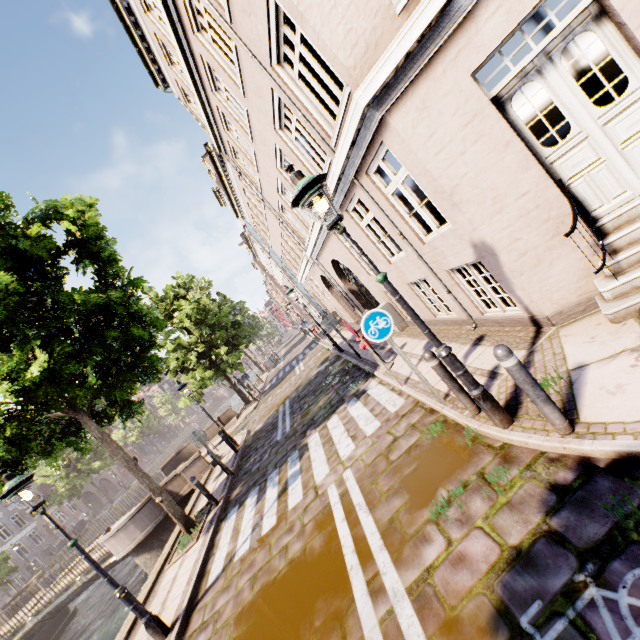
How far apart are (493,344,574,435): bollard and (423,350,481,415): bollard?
1.1 meters

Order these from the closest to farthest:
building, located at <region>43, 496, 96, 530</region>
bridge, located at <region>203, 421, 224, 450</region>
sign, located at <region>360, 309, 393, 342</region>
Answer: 1. sign, located at <region>360, 309, 393, 342</region>
2. bridge, located at <region>203, 421, 224, 450</region>
3. building, located at <region>43, 496, 96, 530</region>

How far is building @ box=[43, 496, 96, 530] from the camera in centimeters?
3919cm

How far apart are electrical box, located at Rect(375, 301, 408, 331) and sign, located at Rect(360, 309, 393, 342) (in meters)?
5.21

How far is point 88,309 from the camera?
7.75m

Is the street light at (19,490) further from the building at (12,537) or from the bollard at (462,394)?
the building at (12,537)

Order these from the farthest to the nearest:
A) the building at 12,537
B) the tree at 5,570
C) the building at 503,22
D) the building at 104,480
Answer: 1. the building at 104,480
2. the building at 12,537
3. the tree at 5,570
4. the building at 503,22

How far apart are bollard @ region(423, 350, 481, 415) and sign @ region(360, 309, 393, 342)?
0.8 meters
